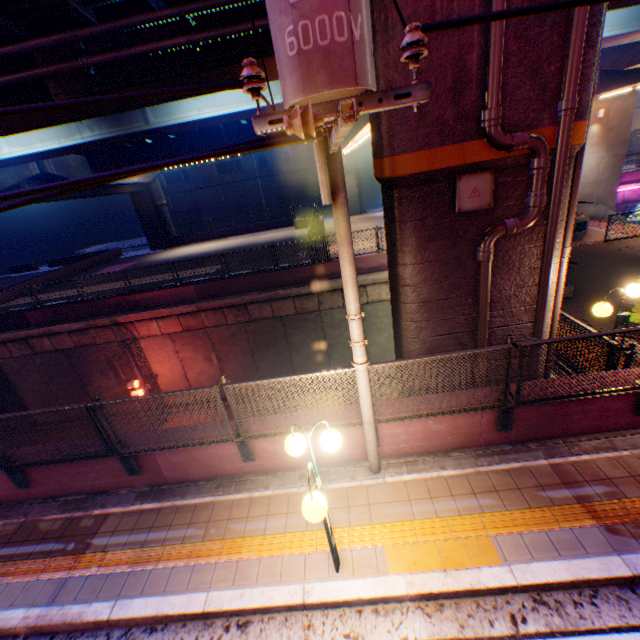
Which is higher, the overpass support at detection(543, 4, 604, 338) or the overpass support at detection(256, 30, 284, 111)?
the overpass support at detection(256, 30, 284, 111)

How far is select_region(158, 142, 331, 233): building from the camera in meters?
43.1 m

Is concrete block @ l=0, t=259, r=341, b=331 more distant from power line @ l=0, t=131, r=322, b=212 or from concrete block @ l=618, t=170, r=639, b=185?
concrete block @ l=618, t=170, r=639, b=185

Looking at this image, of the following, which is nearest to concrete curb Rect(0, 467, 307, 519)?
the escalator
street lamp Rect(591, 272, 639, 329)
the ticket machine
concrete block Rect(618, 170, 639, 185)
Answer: street lamp Rect(591, 272, 639, 329)

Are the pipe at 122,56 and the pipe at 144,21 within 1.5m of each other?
yes

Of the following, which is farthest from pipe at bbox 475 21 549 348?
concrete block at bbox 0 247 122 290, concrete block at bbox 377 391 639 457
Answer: concrete block at bbox 0 247 122 290

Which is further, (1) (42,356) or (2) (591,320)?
(1) (42,356)

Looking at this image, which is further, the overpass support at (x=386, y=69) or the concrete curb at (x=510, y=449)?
the concrete curb at (x=510, y=449)
